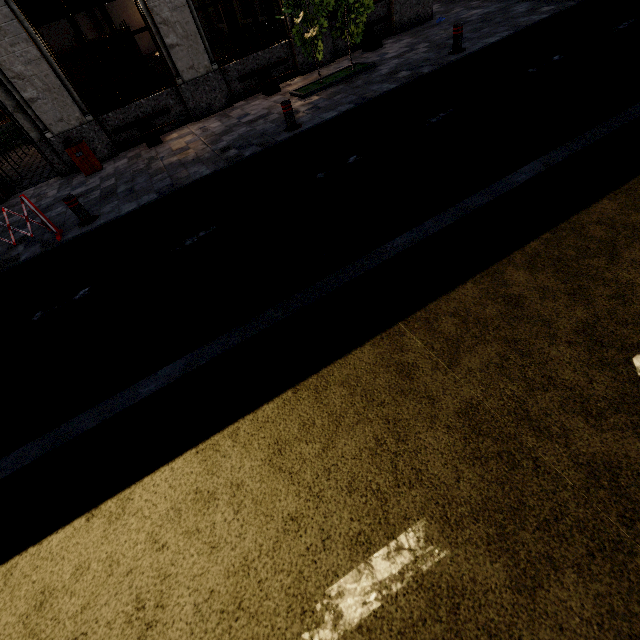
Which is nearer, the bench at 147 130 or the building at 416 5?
the bench at 147 130

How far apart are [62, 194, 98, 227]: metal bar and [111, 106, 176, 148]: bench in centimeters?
393cm

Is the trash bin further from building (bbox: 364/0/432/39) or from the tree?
the tree

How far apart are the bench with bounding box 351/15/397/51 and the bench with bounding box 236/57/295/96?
2.22m

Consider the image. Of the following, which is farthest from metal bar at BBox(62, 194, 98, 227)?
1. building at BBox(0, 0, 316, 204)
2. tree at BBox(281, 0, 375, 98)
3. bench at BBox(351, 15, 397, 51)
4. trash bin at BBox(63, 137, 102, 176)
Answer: bench at BBox(351, 15, 397, 51)

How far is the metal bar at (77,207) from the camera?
6.40m

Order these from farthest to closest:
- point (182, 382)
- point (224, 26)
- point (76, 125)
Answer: point (224, 26) → point (76, 125) → point (182, 382)

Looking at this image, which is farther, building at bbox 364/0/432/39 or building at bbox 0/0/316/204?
building at bbox 364/0/432/39
